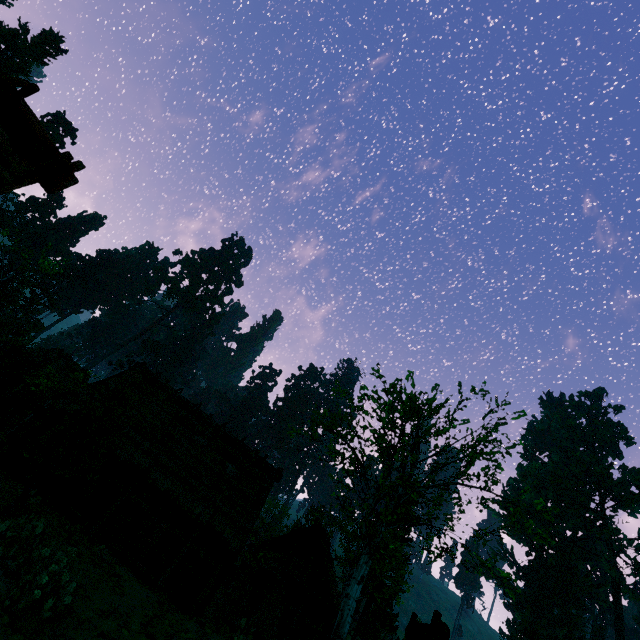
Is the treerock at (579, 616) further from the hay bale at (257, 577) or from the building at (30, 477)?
the hay bale at (257, 577)

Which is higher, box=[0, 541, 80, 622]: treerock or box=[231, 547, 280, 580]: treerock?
box=[231, 547, 280, 580]: treerock

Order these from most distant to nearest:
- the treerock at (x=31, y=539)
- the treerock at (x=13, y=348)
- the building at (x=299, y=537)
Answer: the building at (x=299, y=537)
the treerock at (x=13, y=348)
the treerock at (x=31, y=539)

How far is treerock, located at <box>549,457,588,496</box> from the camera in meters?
55.9

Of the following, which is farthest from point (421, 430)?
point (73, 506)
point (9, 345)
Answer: point (9, 345)

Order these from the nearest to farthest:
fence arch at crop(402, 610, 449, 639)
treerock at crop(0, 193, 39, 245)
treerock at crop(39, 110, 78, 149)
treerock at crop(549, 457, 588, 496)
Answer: fence arch at crop(402, 610, 449, 639), treerock at crop(0, 193, 39, 245), treerock at crop(39, 110, 78, 149), treerock at crop(549, 457, 588, 496)

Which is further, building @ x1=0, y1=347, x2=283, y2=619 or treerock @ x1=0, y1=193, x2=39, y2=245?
treerock @ x1=0, y1=193, x2=39, y2=245

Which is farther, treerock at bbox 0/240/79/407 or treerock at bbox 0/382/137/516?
treerock at bbox 0/240/79/407
